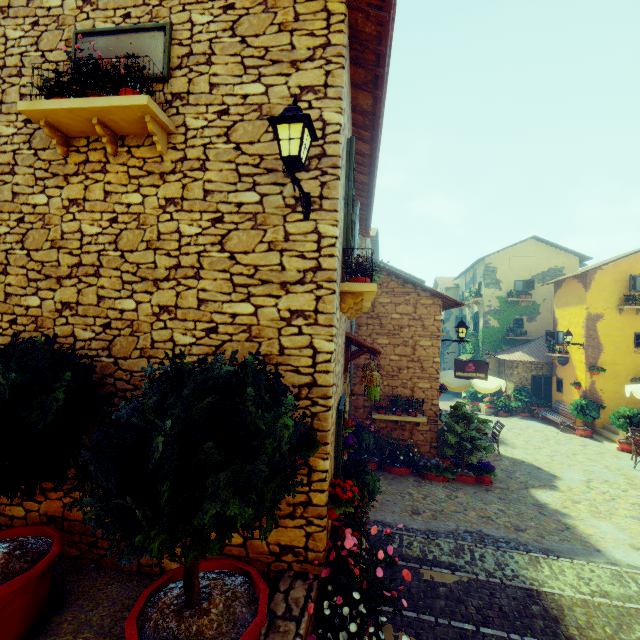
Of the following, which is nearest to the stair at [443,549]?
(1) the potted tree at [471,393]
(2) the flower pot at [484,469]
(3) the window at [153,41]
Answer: (2) the flower pot at [484,469]

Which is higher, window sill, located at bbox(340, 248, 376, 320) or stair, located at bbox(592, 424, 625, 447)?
window sill, located at bbox(340, 248, 376, 320)

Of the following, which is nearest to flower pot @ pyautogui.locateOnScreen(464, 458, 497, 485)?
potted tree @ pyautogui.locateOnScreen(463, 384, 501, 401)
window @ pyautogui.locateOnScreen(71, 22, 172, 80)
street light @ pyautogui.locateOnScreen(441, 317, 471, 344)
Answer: street light @ pyautogui.locateOnScreen(441, 317, 471, 344)

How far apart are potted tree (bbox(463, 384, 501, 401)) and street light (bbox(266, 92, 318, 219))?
20.52m

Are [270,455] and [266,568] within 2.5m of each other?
yes

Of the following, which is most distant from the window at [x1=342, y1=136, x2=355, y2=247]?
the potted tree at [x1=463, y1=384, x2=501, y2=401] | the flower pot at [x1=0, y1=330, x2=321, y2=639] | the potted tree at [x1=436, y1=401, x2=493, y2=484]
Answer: the potted tree at [x1=436, y1=401, x2=493, y2=484]

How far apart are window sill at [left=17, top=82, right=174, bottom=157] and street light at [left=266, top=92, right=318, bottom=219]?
1.5 meters

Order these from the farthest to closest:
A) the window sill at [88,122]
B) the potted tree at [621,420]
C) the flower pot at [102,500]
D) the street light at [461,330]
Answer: Result: the potted tree at [621,420] → the street light at [461,330] → the window sill at [88,122] → the flower pot at [102,500]
